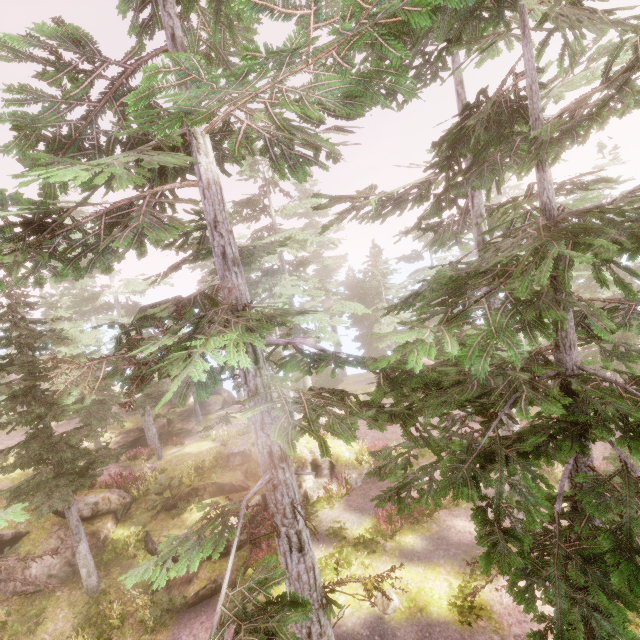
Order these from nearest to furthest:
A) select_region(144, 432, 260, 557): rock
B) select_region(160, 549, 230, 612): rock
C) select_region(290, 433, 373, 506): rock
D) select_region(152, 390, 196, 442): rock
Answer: select_region(160, 549, 230, 612): rock < select_region(144, 432, 260, 557): rock < select_region(290, 433, 373, 506): rock < select_region(152, 390, 196, 442): rock

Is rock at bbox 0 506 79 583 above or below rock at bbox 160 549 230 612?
above

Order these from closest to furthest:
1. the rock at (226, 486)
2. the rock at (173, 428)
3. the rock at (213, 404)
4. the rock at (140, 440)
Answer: the rock at (226, 486) → the rock at (140, 440) → the rock at (173, 428) → the rock at (213, 404)

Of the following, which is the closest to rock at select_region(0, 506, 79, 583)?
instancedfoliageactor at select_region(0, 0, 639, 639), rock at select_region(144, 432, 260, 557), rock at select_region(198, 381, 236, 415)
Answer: instancedfoliageactor at select_region(0, 0, 639, 639)

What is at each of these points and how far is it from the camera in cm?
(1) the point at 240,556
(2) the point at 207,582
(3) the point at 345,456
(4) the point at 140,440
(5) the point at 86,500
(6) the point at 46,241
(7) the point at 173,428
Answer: (1) rock, 1398
(2) rock, 1306
(3) rock, 1986
(4) rock, 2986
(5) rock, 1570
(6) instancedfoliageactor, 526
(7) rock, 3144

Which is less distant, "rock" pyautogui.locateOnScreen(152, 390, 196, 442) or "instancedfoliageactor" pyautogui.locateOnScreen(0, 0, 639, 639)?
"instancedfoliageactor" pyautogui.locateOnScreen(0, 0, 639, 639)

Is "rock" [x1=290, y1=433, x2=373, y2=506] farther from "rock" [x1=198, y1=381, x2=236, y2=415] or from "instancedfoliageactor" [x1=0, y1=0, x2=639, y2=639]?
"rock" [x1=198, y1=381, x2=236, y2=415]

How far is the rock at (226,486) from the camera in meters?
15.0 m
